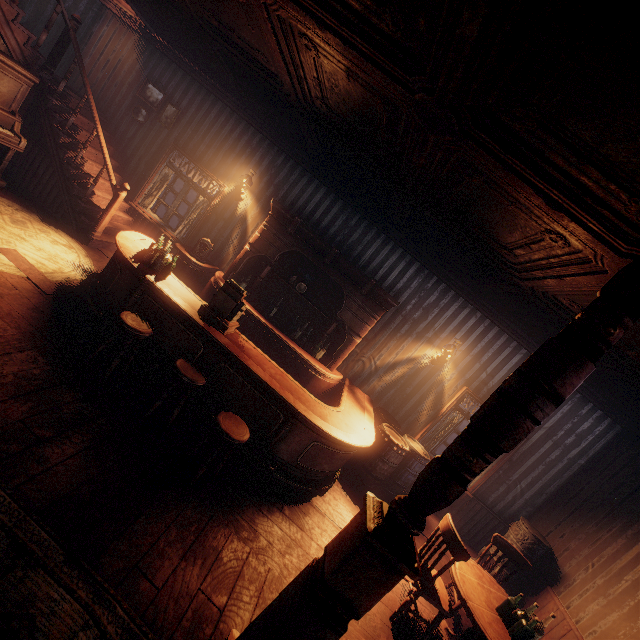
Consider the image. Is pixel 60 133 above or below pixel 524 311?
below

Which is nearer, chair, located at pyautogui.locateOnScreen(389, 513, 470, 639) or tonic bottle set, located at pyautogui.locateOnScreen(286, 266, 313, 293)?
chair, located at pyautogui.locateOnScreen(389, 513, 470, 639)

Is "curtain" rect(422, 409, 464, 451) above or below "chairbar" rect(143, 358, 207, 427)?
above

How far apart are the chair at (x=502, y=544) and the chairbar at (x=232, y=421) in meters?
3.7

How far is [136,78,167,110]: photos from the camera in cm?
688

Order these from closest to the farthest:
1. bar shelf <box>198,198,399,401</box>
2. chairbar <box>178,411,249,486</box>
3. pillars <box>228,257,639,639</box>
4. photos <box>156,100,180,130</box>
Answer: pillars <box>228,257,639,639</box>
chairbar <box>178,411,249,486</box>
bar shelf <box>198,198,399,401</box>
photos <box>156,100,180,130</box>

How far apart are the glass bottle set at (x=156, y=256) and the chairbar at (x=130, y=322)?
0.85m

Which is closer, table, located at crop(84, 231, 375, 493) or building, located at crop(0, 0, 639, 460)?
building, located at crop(0, 0, 639, 460)
